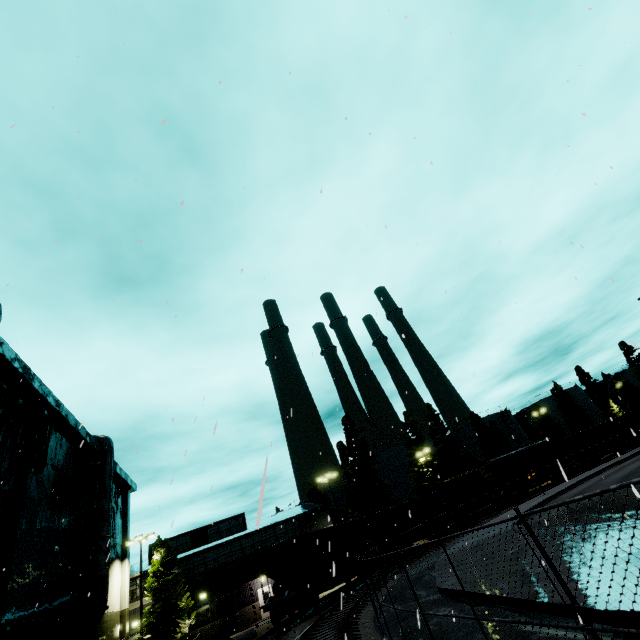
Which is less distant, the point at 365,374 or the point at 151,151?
the point at 365,374

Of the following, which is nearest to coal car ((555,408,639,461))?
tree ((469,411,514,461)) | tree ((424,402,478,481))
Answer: tree ((424,402,478,481))

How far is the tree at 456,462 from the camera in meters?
48.2 m

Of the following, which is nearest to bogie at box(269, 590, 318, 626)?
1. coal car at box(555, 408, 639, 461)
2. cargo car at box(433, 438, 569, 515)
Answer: coal car at box(555, 408, 639, 461)

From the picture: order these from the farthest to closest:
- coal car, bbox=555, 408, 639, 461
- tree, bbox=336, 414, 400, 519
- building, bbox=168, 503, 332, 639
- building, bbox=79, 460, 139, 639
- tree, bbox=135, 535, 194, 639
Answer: coal car, bbox=555, 408, 639, 461
tree, bbox=336, 414, 400, 519
building, bbox=168, 503, 332, 639
tree, bbox=135, 535, 194, 639
building, bbox=79, 460, 139, 639

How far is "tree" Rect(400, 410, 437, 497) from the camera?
45.5m

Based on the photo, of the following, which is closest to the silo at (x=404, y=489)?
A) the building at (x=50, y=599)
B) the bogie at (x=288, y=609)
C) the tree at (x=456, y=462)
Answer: the tree at (x=456, y=462)

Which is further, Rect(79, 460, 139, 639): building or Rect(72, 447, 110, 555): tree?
Rect(79, 460, 139, 639): building
